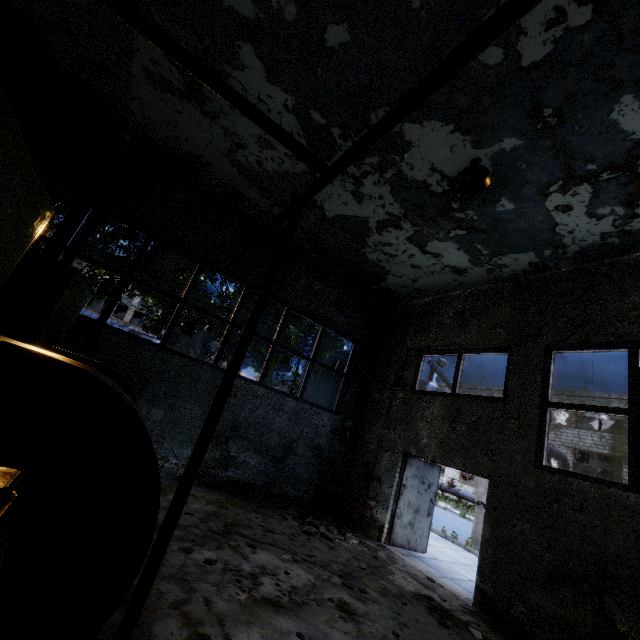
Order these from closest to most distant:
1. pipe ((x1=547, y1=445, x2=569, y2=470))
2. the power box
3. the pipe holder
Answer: the pipe holder < the power box < pipe ((x1=547, y1=445, x2=569, y2=470))

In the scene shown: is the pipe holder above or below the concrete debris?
above

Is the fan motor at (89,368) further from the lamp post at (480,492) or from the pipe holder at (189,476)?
the lamp post at (480,492)

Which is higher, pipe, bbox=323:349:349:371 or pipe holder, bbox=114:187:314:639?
pipe, bbox=323:349:349:371

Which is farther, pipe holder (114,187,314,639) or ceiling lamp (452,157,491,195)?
ceiling lamp (452,157,491,195)

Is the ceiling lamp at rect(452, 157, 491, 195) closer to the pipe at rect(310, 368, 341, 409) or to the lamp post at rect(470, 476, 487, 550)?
the pipe at rect(310, 368, 341, 409)

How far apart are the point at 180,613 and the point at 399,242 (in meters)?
7.68

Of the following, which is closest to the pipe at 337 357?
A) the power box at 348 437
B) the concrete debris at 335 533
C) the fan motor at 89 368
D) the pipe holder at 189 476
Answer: the power box at 348 437
